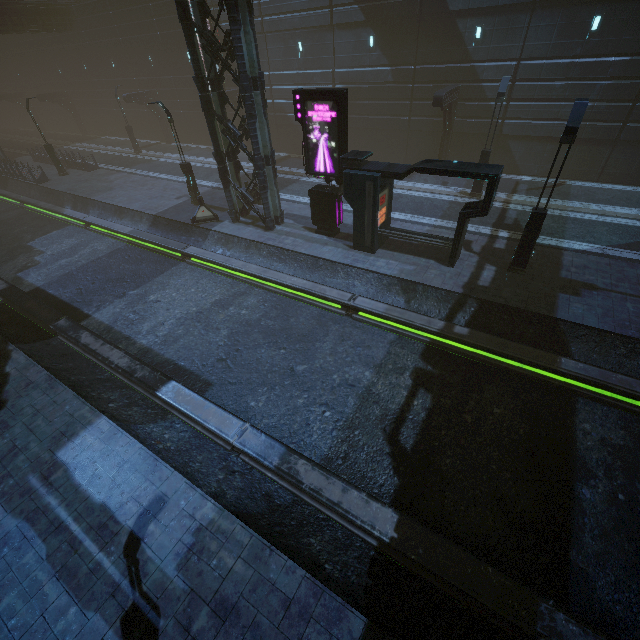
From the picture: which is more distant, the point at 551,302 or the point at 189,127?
the point at 189,127

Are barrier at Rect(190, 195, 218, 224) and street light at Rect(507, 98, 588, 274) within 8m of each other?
no

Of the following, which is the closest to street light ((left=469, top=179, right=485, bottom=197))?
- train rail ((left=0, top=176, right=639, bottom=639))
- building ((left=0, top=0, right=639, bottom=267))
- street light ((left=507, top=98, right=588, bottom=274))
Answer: building ((left=0, top=0, right=639, bottom=267))

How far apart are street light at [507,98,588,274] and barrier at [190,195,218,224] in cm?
1509

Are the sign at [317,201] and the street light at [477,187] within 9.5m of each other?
yes

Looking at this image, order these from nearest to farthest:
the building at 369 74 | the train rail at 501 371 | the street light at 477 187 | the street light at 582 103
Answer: the train rail at 501 371, the street light at 582 103, the building at 369 74, the street light at 477 187

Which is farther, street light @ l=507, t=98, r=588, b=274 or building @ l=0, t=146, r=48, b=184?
building @ l=0, t=146, r=48, b=184

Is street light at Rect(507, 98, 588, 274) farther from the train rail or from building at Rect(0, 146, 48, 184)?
the train rail
